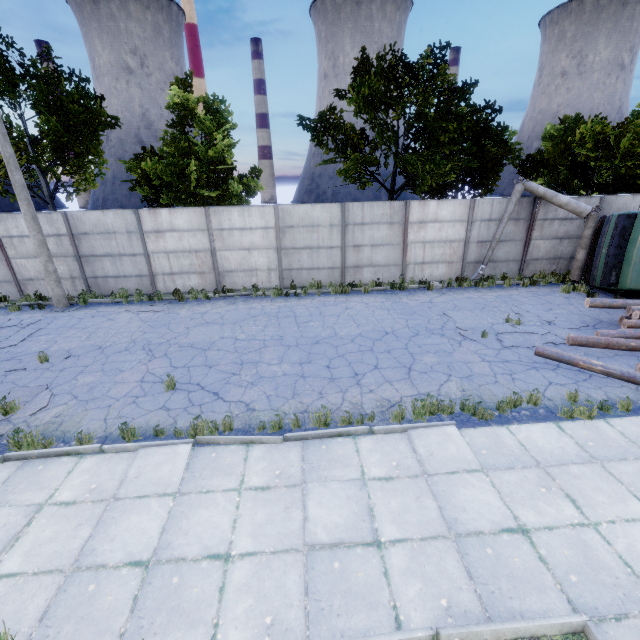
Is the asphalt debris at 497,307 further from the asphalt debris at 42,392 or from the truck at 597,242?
the asphalt debris at 42,392

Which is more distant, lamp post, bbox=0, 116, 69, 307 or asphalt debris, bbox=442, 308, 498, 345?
lamp post, bbox=0, 116, 69, 307

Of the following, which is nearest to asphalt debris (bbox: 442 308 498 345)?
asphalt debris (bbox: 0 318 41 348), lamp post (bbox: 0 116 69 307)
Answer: asphalt debris (bbox: 0 318 41 348)

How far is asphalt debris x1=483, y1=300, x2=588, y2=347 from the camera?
9.5 meters

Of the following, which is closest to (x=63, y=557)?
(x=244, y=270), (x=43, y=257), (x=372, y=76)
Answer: (x=244, y=270)

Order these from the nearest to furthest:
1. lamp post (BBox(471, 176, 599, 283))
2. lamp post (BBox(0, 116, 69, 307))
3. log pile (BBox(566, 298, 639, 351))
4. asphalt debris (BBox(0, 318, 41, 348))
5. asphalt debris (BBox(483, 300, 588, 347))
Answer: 1. log pile (BBox(566, 298, 639, 351))
2. asphalt debris (BBox(483, 300, 588, 347))
3. asphalt debris (BBox(0, 318, 41, 348))
4. lamp post (BBox(0, 116, 69, 307))
5. lamp post (BBox(471, 176, 599, 283))

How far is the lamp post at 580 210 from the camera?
13.4 meters

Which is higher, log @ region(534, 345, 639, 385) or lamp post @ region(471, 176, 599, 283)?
lamp post @ region(471, 176, 599, 283)
